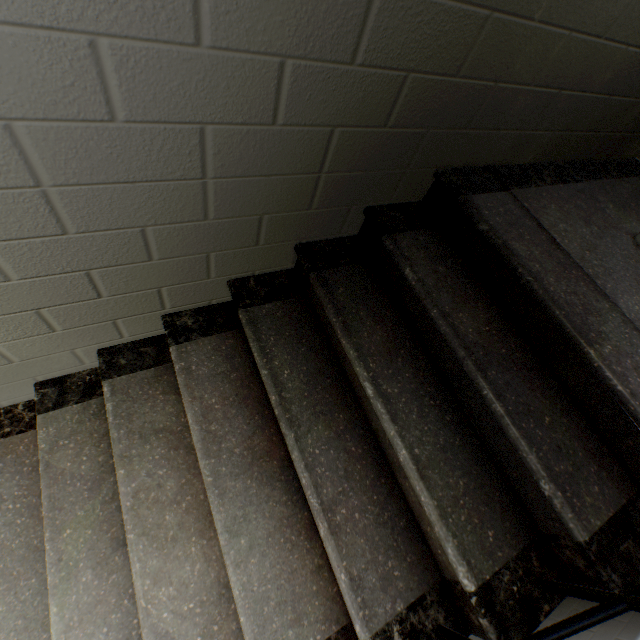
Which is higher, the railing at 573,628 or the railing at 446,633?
the railing at 573,628

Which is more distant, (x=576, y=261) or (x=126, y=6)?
(x=576, y=261)

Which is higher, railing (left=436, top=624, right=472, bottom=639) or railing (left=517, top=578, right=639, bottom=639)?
railing (left=517, top=578, right=639, bottom=639)
